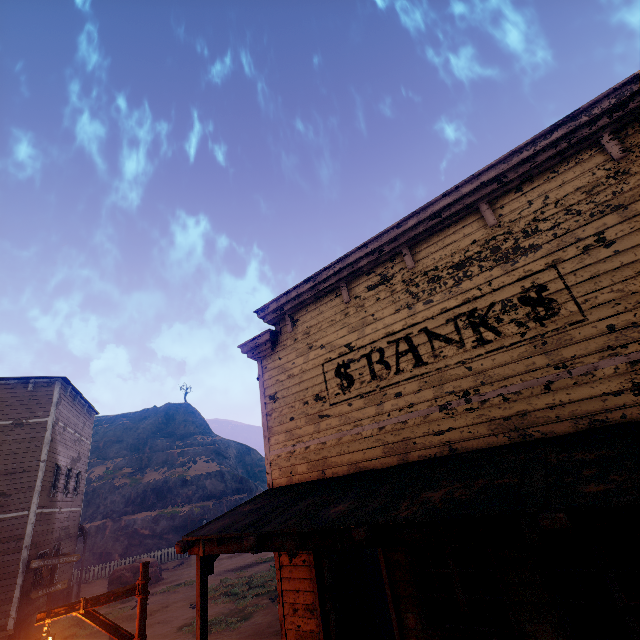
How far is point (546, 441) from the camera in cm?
456

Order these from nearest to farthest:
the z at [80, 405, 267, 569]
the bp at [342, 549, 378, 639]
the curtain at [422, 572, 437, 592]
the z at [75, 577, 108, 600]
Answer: the curtain at [422, 572, 437, 592], the bp at [342, 549, 378, 639], the z at [75, 577, 108, 600], the z at [80, 405, 267, 569]

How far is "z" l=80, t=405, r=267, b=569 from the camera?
28.47m

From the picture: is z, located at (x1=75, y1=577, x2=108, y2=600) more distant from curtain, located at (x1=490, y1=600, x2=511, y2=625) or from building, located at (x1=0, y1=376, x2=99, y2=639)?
curtain, located at (x1=490, y1=600, x2=511, y2=625)

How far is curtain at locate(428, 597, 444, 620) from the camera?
5.16m

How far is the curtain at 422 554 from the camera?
5.44m

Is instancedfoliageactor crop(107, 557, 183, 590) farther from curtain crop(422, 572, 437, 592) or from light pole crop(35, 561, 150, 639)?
light pole crop(35, 561, 150, 639)

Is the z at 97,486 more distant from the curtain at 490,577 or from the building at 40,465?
the curtain at 490,577
